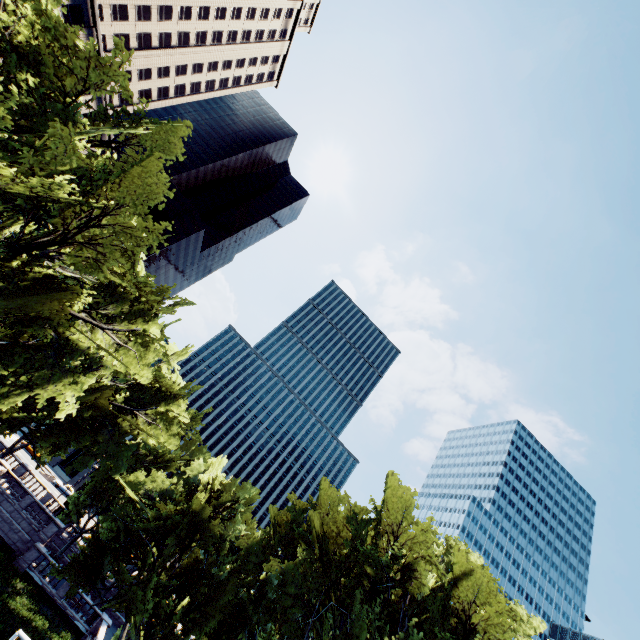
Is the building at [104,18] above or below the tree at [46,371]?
above

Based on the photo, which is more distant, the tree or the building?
the building

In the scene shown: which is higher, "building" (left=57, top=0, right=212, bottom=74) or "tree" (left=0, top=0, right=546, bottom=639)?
"building" (left=57, top=0, right=212, bottom=74)

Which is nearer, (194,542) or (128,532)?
(128,532)

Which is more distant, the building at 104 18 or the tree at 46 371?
the building at 104 18
